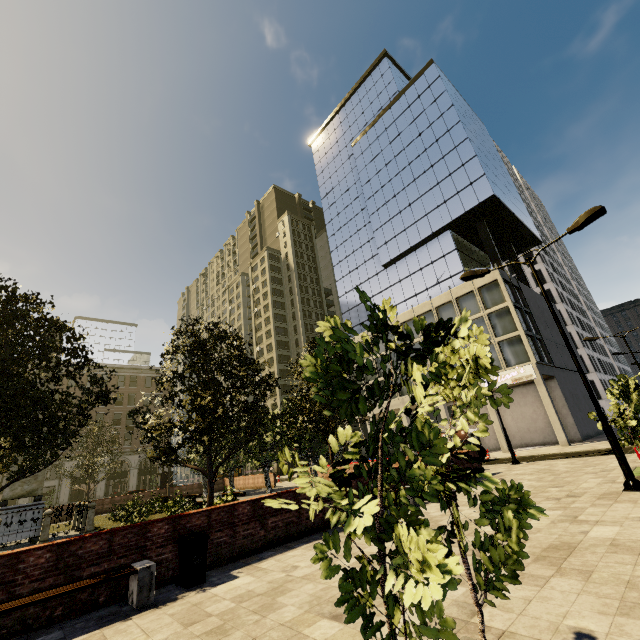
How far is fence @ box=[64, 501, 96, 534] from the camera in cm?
1541

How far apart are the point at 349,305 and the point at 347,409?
48.6 meters

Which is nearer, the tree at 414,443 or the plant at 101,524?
the tree at 414,443

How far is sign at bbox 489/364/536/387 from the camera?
28.59m

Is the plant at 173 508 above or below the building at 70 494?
below

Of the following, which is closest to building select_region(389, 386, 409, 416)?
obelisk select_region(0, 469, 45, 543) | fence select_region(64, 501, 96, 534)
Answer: fence select_region(64, 501, 96, 534)

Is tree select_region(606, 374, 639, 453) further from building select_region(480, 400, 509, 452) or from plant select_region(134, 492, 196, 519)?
building select_region(480, 400, 509, 452)

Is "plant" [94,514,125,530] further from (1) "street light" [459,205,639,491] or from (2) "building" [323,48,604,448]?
(2) "building" [323,48,604,448]
